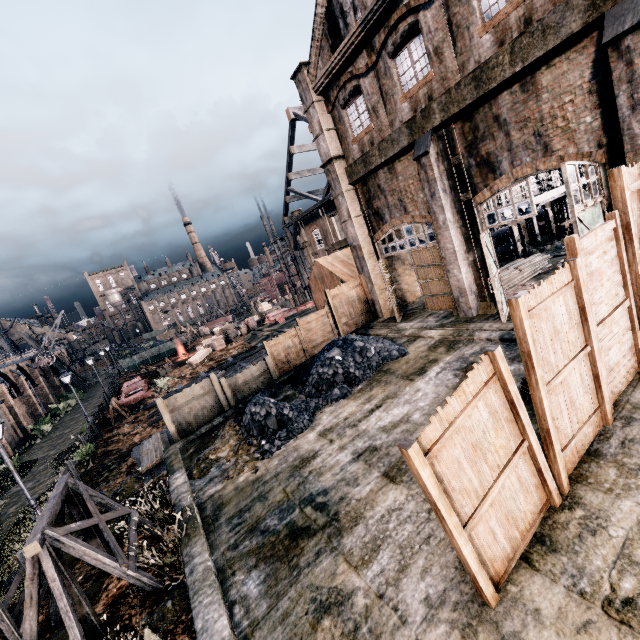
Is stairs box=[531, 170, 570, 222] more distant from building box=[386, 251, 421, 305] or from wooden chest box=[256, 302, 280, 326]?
building box=[386, 251, 421, 305]

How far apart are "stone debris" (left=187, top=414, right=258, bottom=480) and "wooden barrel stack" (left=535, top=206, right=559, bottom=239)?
26.8m

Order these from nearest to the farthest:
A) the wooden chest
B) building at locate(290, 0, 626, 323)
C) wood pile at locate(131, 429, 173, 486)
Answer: building at locate(290, 0, 626, 323) → wood pile at locate(131, 429, 173, 486) → the wooden chest

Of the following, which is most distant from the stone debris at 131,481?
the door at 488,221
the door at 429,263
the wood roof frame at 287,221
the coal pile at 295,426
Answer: the wood roof frame at 287,221

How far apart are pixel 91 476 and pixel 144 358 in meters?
39.7

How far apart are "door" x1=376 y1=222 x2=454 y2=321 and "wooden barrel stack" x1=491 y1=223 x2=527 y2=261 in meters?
→ 9.3 m

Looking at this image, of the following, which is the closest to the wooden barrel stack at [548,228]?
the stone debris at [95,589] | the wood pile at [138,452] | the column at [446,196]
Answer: the column at [446,196]

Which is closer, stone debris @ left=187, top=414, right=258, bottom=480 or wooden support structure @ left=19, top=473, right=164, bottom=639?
wooden support structure @ left=19, top=473, right=164, bottom=639
